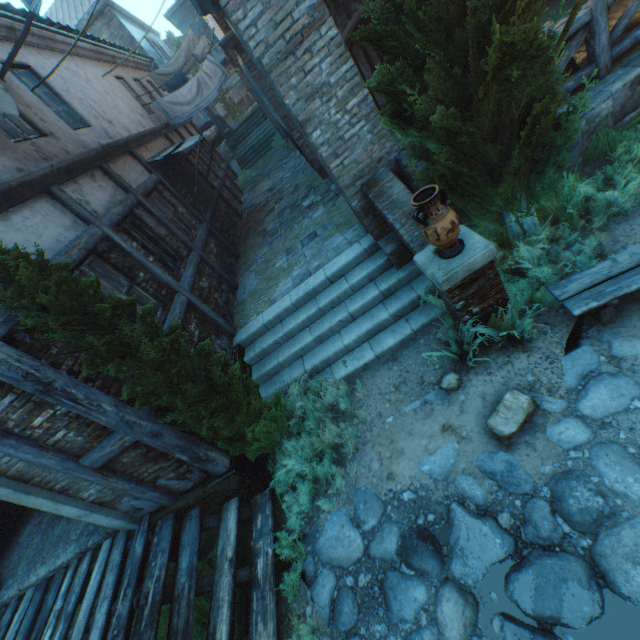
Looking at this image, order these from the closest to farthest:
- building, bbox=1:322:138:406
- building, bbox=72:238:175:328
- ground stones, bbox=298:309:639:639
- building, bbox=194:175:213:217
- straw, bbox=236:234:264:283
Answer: ground stones, bbox=298:309:639:639 → building, bbox=1:322:138:406 → building, bbox=72:238:175:328 → straw, bbox=236:234:264:283 → building, bbox=194:175:213:217

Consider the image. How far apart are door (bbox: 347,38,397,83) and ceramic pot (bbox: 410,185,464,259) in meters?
7.3 m

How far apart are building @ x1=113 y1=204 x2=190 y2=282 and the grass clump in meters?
4.7

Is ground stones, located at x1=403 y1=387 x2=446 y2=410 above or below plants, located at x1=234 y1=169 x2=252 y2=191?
below

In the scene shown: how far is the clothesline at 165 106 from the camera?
11.0 meters

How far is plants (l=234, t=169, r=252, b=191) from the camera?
16.4m

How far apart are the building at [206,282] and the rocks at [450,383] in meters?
4.5

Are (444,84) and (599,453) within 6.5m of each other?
yes
